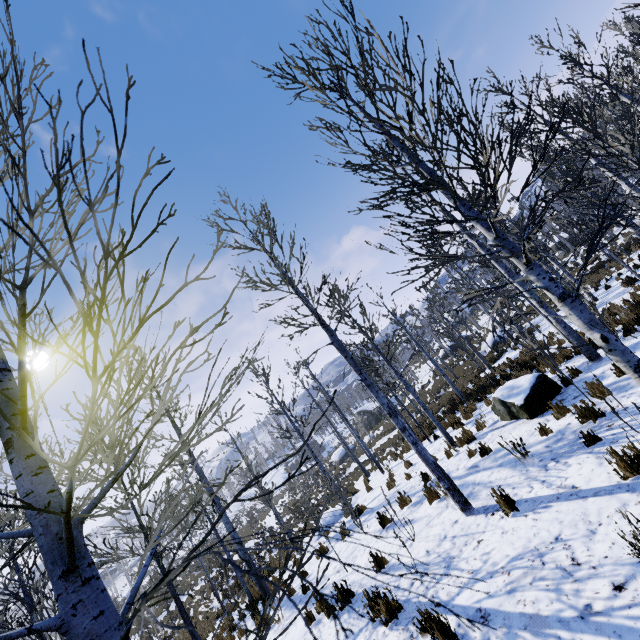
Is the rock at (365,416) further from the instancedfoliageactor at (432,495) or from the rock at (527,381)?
the rock at (527,381)

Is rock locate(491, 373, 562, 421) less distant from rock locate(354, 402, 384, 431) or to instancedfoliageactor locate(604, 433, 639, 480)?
instancedfoliageactor locate(604, 433, 639, 480)

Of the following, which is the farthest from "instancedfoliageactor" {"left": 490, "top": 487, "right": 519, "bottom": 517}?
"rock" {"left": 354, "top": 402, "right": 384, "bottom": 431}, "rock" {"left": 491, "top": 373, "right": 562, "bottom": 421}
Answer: "rock" {"left": 354, "top": 402, "right": 384, "bottom": 431}

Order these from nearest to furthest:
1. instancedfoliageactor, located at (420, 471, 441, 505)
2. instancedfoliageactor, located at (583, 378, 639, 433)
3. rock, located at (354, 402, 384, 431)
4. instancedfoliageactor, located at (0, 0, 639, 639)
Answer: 1. instancedfoliageactor, located at (0, 0, 639, 639)
2. instancedfoliageactor, located at (583, 378, 639, 433)
3. instancedfoliageactor, located at (420, 471, 441, 505)
4. rock, located at (354, 402, 384, 431)

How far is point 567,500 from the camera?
4.44m

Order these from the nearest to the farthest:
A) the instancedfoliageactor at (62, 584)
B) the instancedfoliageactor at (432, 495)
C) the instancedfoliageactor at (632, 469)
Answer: the instancedfoliageactor at (62, 584)
the instancedfoliageactor at (632, 469)
the instancedfoliageactor at (432, 495)
